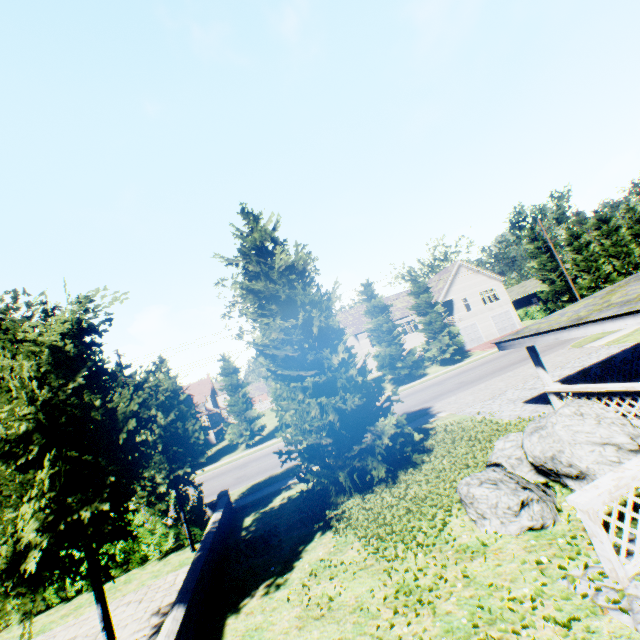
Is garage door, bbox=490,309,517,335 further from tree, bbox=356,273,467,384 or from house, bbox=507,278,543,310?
house, bbox=507,278,543,310

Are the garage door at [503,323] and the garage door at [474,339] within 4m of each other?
yes

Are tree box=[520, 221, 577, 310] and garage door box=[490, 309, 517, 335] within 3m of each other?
no

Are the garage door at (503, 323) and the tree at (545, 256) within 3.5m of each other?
no

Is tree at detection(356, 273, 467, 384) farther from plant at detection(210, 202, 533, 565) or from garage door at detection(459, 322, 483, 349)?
garage door at detection(459, 322, 483, 349)

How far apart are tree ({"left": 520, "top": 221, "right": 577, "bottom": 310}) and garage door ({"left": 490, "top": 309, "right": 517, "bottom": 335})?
6.16m

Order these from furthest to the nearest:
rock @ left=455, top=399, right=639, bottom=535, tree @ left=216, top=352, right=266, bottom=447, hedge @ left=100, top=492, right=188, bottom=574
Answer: tree @ left=216, top=352, right=266, bottom=447
hedge @ left=100, top=492, right=188, bottom=574
rock @ left=455, top=399, right=639, bottom=535

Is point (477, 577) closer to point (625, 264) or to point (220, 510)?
point (220, 510)
